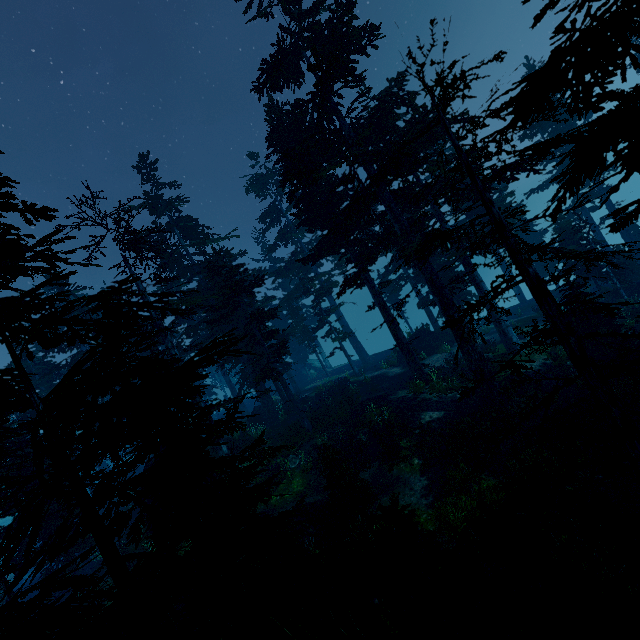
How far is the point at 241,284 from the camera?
20.70m

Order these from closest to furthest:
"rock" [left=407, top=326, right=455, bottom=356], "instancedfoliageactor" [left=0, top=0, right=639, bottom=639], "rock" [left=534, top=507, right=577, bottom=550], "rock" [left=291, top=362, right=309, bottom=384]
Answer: "instancedfoliageactor" [left=0, top=0, right=639, bottom=639]
"rock" [left=534, top=507, right=577, bottom=550]
"rock" [left=407, top=326, right=455, bottom=356]
"rock" [left=291, top=362, right=309, bottom=384]

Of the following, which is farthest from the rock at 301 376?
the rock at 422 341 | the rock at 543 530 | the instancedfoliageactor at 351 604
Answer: the rock at 543 530

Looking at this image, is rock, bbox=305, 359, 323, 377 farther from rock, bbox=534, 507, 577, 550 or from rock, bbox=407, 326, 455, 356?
rock, bbox=534, 507, 577, 550

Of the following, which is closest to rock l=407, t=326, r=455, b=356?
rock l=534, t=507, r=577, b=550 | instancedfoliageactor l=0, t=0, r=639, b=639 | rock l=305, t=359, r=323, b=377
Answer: instancedfoliageactor l=0, t=0, r=639, b=639

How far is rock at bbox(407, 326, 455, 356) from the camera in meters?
29.3

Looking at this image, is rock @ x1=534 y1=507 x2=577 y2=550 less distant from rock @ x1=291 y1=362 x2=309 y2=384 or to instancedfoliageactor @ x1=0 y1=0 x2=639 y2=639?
instancedfoliageactor @ x1=0 y1=0 x2=639 y2=639

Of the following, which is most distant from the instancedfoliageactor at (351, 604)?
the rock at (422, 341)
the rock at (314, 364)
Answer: the rock at (422, 341)
